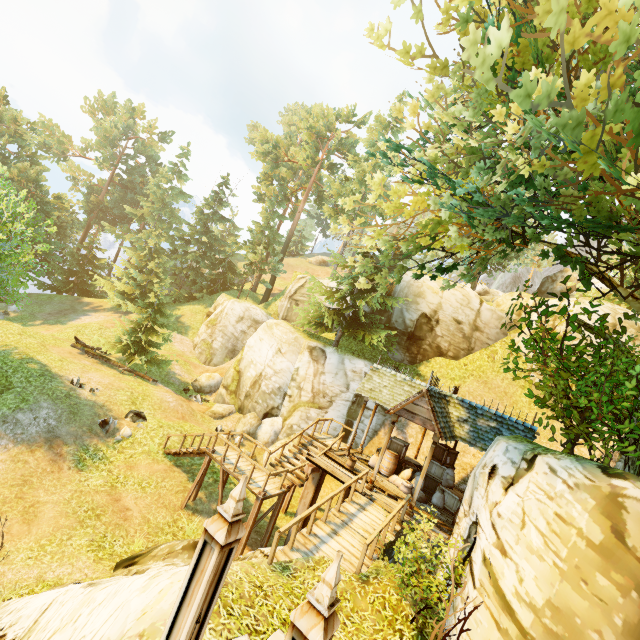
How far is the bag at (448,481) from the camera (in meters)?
13.94

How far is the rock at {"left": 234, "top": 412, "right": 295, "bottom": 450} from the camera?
20.0 meters

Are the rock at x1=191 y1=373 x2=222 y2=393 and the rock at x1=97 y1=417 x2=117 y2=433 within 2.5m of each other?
no

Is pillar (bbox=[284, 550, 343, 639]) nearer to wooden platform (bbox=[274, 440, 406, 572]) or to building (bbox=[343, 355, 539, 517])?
wooden platform (bbox=[274, 440, 406, 572])

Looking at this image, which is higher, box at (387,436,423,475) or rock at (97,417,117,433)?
box at (387,436,423,475)

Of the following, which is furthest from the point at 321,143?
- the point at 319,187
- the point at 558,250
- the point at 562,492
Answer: the point at 562,492

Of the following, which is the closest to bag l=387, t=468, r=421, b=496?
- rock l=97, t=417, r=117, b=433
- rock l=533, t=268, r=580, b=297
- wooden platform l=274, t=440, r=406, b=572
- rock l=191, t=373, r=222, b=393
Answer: wooden platform l=274, t=440, r=406, b=572

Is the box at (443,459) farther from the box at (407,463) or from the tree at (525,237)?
the tree at (525,237)
